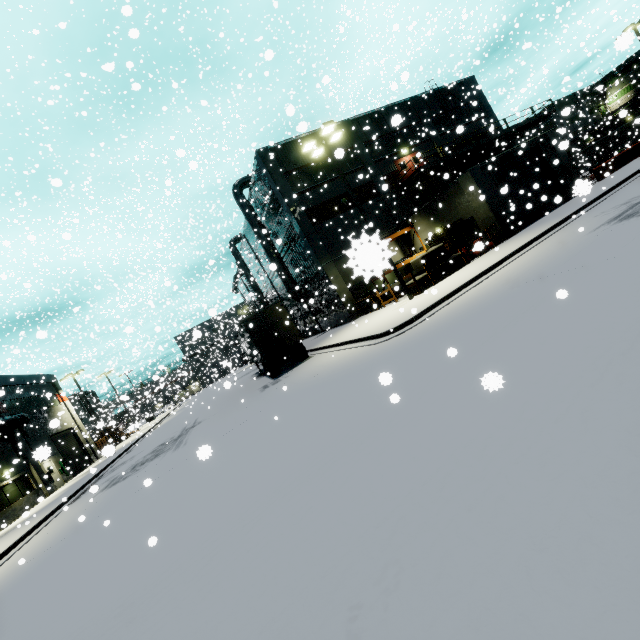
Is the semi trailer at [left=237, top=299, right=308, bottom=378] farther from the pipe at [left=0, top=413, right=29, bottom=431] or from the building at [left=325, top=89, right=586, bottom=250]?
the pipe at [left=0, top=413, right=29, bottom=431]

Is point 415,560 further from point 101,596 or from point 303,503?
point 101,596

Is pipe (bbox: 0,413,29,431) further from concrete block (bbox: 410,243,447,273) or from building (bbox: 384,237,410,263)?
concrete block (bbox: 410,243,447,273)

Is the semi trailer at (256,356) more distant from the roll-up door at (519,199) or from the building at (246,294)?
the roll-up door at (519,199)

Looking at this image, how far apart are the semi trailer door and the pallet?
11.6m

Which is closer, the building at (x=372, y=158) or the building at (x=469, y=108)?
the building at (x=372, y=158)

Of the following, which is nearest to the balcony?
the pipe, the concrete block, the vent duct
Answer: the concrete block

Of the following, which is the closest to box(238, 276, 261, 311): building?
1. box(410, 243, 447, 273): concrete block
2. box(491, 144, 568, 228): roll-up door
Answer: box(491, 144, 568, 228): roll-up door
